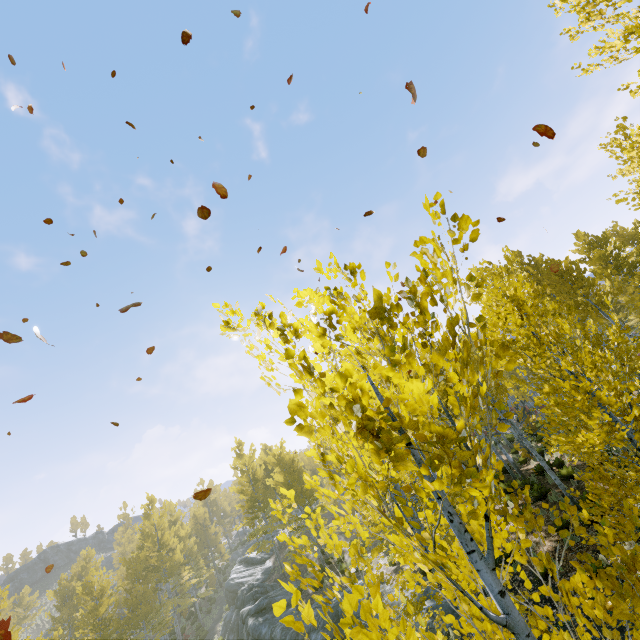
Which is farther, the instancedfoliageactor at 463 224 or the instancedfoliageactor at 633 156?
the instancedfoliageactor at 633 156

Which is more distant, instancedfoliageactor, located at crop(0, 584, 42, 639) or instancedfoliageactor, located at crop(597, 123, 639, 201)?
instancedfoliageactor, located at crop(0, 584, 42, 639)

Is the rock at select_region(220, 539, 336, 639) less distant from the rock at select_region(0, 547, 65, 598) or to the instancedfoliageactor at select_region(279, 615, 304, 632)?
the instancedfoliageactor at select_region(279, 615, 304, 632)

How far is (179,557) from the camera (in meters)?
27.91

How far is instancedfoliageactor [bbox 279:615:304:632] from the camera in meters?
1.2 m

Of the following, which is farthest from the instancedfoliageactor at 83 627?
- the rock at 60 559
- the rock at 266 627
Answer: the rock at 60 559

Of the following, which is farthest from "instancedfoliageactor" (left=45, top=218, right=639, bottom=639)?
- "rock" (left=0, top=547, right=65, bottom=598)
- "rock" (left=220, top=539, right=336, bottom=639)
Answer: "rock" (left=0, top=547, right=65, bottom=598)
